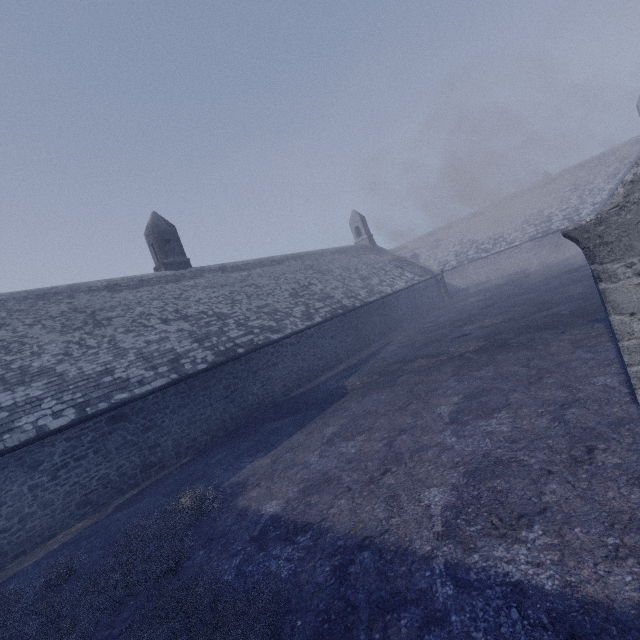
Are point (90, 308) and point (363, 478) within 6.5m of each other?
no
